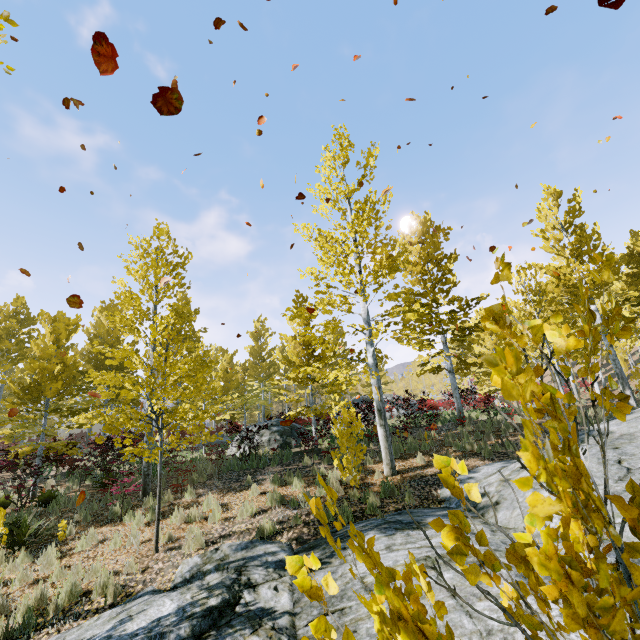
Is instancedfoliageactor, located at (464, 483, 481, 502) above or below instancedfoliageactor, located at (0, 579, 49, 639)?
above

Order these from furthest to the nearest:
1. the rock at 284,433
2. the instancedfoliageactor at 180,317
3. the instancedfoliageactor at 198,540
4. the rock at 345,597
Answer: the rock at 284,433 < the instancedfoliageactor at 198,540 < the rock at 345,597 < the instancedfoliageactor at 180,317

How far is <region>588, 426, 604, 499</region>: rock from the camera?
5.60m

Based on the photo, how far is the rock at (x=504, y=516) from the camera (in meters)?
5.27

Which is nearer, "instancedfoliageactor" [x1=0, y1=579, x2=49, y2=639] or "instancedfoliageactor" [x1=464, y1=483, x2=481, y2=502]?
"instancedfoliageactor" [x1=464, y1=483, x2=481, y2=502]

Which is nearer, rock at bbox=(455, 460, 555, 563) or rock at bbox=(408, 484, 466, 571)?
rock at bbox=(408, 484, 466, 571)

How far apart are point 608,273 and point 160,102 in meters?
3.1

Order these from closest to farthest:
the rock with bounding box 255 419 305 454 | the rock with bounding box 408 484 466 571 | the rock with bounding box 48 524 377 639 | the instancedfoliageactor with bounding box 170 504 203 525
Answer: the rock with bounding box 48 524 377 639 → the rock with bounding box 408 484 466 571 → the instancedfoliageactor with bounding box 170 504 203 525 → the rock with bounding box 255 419 305 454
